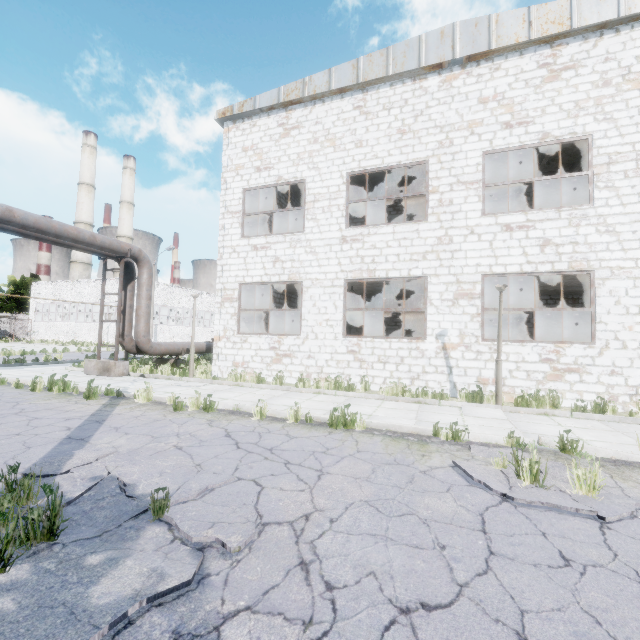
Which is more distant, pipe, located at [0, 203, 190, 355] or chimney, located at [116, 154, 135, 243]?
chimney, located at [116, 154, 135, 243]

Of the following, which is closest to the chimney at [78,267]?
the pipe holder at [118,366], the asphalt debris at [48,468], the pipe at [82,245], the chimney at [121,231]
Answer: the chimney at [121,231]

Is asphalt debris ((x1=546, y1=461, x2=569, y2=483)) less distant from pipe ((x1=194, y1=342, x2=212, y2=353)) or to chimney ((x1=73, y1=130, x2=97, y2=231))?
pipe ((x1=194, y1=342, x2=212, y2=353))

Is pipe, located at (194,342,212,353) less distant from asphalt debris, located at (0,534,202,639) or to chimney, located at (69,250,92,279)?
asphalt debris, located at (0,534,202,639)

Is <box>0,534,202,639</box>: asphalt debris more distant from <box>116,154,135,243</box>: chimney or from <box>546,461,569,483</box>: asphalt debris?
<box>116,154,135,243</box>: chimney

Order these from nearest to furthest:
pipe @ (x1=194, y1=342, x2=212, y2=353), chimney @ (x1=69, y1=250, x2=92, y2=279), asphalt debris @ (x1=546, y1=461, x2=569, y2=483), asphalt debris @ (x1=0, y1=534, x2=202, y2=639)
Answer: asphalt debris @ (x1=0, y1=534, x2=202, y2=639), asphalt debris @ (x1=546, y1=461, x2=569, y2=483), pipe @ (x1=194, y1=342, x2=212, y2=353), chimney @ (x1=69, y1=250, x2=92, y2=279)

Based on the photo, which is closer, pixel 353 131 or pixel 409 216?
pixel 353 131

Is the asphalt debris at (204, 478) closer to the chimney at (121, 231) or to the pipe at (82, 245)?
the pipe at (82, 245)
